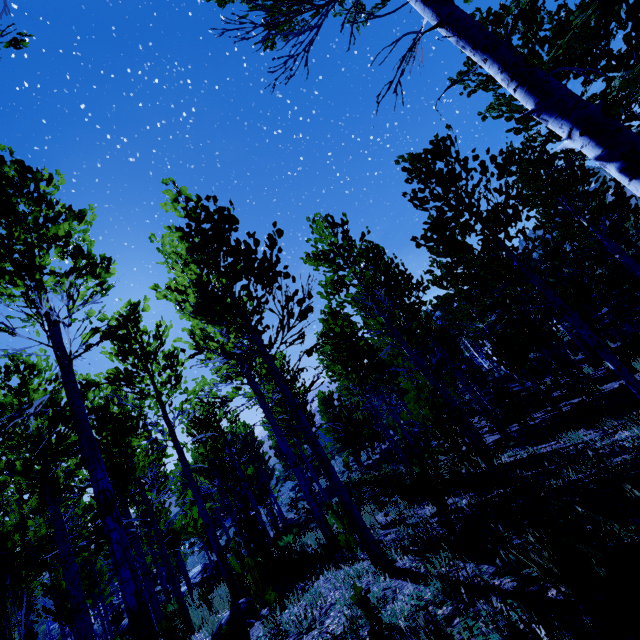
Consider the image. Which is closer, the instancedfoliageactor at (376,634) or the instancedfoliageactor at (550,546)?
the instancedfoliageactor at (550,546)

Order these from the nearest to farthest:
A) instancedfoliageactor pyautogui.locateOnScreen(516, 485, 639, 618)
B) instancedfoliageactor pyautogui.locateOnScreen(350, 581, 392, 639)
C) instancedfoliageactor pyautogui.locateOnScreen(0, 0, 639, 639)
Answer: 1. instancedfoliageactor pyautogui.locateOnScreen(516, 485, 639, 618)
2. instancedfoliageactor pyautogui.locateOnScreen(350, 581, 392, 639)
3. instancedfoliageactor pyautogui.locateOnScreen(0, 0, 639, 639)

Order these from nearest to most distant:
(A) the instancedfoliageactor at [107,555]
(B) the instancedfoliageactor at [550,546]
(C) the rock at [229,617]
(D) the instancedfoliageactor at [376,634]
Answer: (B) the instancedfoliageactor at [550,546] → (D) the instancedfoliageactor at [376,634] → (A) the instancedfoliageactor at [107,555] → (C) the rock at [229,617]

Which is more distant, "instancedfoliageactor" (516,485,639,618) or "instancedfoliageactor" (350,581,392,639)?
"instancedfoliageactor" (350,581,392,639)

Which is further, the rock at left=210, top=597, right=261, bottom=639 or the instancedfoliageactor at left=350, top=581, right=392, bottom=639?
the rock at left=210, top=597, right=261, bottom=639

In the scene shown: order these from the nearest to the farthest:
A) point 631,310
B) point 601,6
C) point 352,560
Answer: point 601,6, point 352,560, point 631,310

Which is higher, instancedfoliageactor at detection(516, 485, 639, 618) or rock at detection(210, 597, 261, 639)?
instancedfoliageactor at detection(516, 485, 639, 618)
